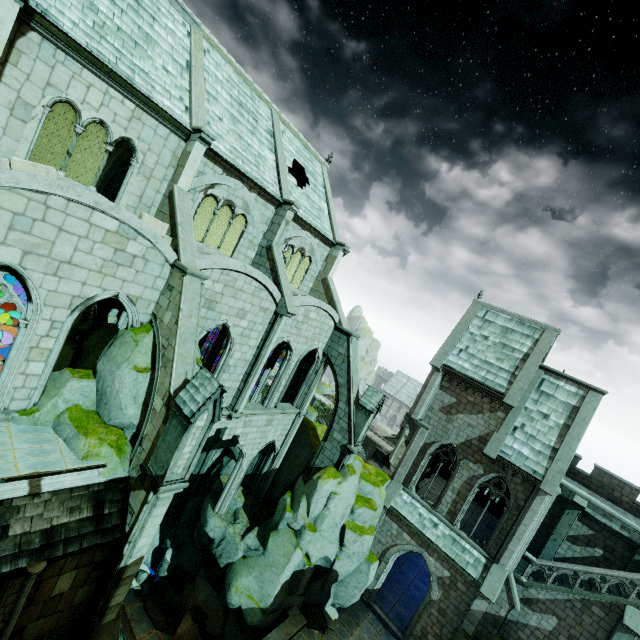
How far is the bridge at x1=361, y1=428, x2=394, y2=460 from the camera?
48.69m

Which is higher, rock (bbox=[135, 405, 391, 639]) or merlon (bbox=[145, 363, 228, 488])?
merlon (bbox=[145, 363, 228, 488])

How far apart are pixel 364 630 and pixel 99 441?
19.69m

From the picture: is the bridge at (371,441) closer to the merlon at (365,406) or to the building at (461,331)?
the building at (461,331)

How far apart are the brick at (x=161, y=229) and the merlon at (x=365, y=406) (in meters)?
13.22

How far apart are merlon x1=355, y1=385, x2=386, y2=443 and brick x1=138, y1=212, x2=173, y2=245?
13.2m

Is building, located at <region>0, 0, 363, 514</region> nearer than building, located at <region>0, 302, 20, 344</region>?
Yes

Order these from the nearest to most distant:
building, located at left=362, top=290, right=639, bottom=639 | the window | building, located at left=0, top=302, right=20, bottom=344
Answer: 1. the window
2. building, located at left=362, top=290, right=639, bottom=639
3. building, located at left=0, top=302, right=20, bottom=344
